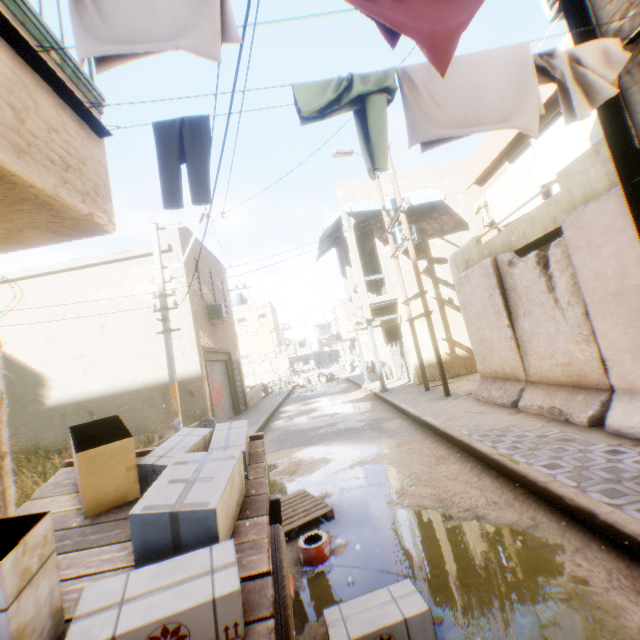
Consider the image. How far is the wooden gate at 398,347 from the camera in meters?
15.2 m

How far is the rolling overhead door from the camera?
13.9m

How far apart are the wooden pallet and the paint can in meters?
0.3 m

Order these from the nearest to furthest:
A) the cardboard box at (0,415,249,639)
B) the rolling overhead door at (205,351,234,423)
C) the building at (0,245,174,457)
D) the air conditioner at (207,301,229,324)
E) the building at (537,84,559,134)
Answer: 1. the cardboard box at (0,415,249,639)
2. the building at (537,84,559,134)
3. the building at (0,245,174,457)
4. the rolling overhead door at (205,351,234,423)
5. the air conditioner at (207,301,229,324)

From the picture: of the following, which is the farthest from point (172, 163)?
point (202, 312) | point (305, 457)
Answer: point (202, 312)

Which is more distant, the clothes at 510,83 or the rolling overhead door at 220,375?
the rolling overhead door at 220,375

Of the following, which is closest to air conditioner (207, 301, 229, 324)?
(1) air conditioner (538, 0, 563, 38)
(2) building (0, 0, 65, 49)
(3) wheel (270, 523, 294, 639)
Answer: (2) building (0, 0, 65, 49)

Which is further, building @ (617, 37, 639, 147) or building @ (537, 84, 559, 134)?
building @ (537, 84, 559, 134)
